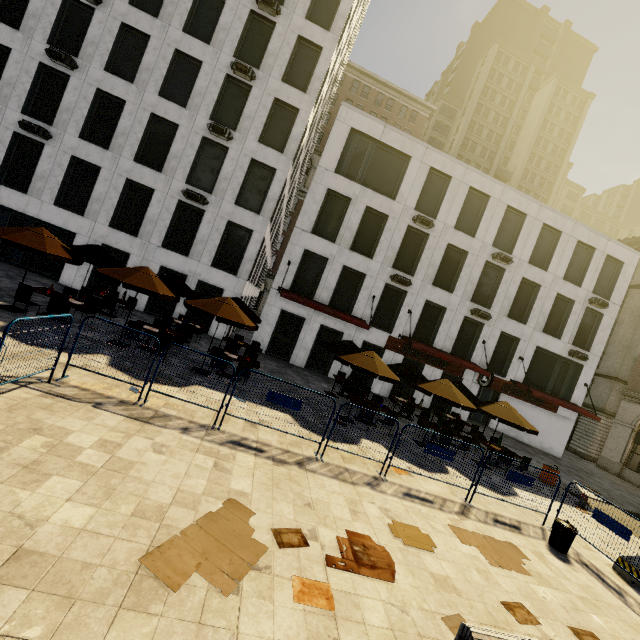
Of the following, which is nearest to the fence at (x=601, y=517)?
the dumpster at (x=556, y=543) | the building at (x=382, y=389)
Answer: the dumpster at (x=556, y=543)

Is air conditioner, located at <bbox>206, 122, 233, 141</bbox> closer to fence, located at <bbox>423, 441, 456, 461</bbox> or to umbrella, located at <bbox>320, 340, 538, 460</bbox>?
fence, located at <bbox>423, 441, 456, 461</bbox>

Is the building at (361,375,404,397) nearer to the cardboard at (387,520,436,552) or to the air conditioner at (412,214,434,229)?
the air conditioner at (412,214,434,229)

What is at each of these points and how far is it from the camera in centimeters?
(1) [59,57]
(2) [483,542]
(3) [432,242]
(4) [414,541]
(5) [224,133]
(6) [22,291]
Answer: (1) air conditioner, 1659cm
(2) cardboard, 736cm
(3) building, 2097cm
(4) cardboard, 634cm
(5) air conditioner, 1814cm
(6) chair, 1039cm

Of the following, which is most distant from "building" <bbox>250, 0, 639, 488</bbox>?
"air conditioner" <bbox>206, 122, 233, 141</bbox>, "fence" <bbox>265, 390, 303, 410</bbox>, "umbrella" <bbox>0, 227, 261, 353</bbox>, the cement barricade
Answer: "umbrella" <bbox>0, 227, 261, 353</bbox>

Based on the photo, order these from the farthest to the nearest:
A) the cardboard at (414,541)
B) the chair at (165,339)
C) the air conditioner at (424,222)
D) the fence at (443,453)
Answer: the air conditioner at (424,222) → the chair at (165,339) → the fence at (443,453) → the cardboard at (414,541)

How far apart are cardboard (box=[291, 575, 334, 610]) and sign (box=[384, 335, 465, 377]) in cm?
1688

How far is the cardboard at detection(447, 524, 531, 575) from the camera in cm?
676
